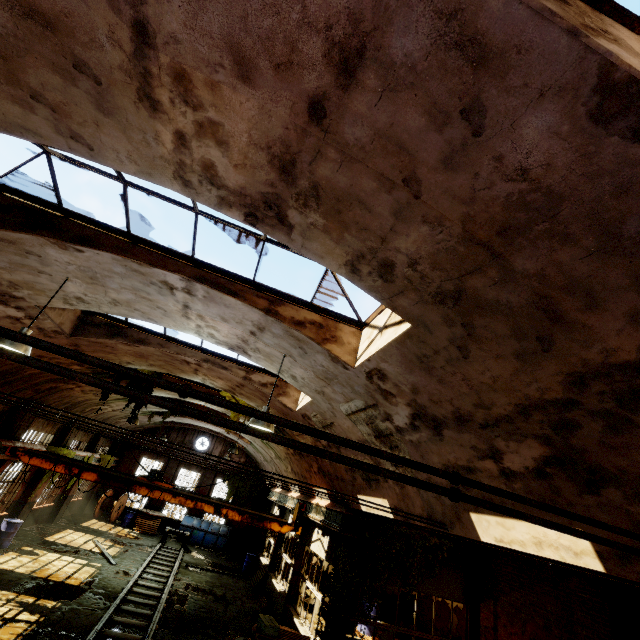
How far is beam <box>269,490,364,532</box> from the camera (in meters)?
10.34

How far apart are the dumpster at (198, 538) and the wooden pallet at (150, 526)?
0.0 meters

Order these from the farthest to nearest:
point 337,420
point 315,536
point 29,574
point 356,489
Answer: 1. point 315,536
2. point 29,574
3. point 356,489
4. point 337,420

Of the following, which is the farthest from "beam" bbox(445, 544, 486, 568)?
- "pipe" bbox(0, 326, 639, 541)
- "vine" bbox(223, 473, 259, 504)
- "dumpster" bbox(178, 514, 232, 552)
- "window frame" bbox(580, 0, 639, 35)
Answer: "window frame" bbox(580, 0, 639, 35)

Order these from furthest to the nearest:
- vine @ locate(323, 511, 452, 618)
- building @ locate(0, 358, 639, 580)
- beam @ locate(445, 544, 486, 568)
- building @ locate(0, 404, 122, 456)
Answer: building @ locate(0, 404, 122, 456) → beam @ locate(445, 544, 486, 568) → vine @ locate(323, 511, 452, 618) → building @ locate(0, 358, 639, 580)

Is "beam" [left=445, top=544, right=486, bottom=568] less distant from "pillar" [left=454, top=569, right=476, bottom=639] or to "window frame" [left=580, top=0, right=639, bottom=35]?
"pillar" [left=454, top=569, right=476, bottom=639]

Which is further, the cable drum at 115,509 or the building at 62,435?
the cable drum at 115,509

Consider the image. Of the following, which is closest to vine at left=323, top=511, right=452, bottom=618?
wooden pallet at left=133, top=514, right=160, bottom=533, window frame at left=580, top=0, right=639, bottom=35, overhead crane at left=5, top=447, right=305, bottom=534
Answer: overhead crane at left=5, top=447, right=305, bottom=534
